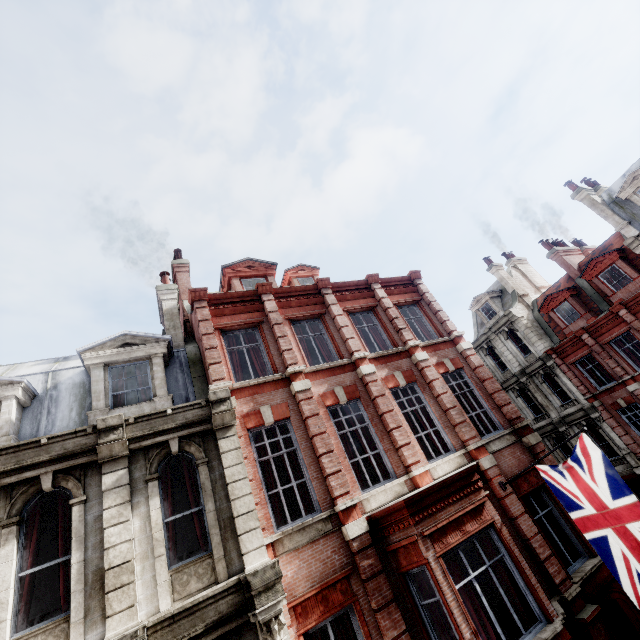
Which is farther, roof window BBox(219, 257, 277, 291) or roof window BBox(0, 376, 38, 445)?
roof window BBox(219, 257, 277, 291)

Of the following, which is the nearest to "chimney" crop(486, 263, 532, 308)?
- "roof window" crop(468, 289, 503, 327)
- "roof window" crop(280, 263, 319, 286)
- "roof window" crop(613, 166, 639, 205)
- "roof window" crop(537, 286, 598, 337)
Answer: "roof window" crop(468, 289, 503, 327)

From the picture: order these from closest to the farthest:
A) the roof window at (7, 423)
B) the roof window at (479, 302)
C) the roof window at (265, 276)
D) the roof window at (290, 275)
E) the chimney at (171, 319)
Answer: the roof window at (7, 423) < the chimney at (171, 319) < the roof window at (265, 276) < the roof window at (290, 275) < the roof window at (479, 302)

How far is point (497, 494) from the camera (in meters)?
9.75

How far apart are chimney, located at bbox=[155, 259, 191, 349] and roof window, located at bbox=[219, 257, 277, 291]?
1.9m

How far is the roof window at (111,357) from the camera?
9.1 meters

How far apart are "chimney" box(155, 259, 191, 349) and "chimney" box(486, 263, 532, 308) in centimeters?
2632cm

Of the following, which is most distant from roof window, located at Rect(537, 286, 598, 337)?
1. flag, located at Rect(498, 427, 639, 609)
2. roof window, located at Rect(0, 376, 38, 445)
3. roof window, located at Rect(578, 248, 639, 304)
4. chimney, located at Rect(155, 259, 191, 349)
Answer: roof window, located at Rect(0, 376, 38, 445)
